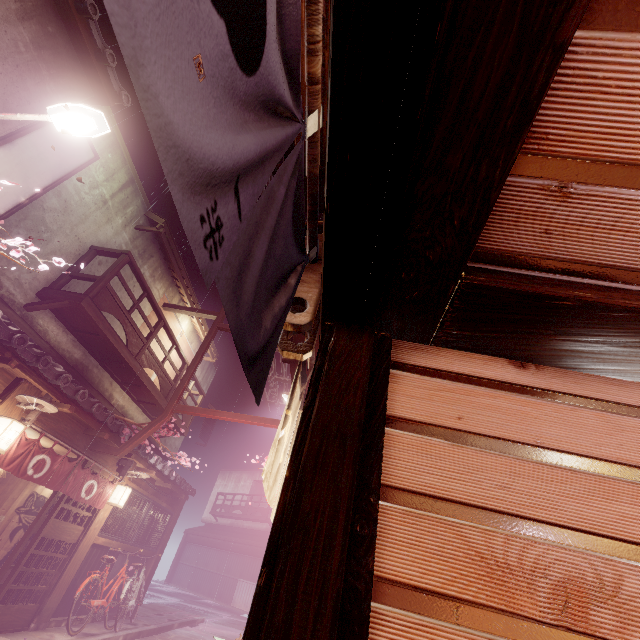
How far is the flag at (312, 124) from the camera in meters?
2.8 m

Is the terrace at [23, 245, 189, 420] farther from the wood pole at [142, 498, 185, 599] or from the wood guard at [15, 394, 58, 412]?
the wood pole at [142, 498, 185, 599]

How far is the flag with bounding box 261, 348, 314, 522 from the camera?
3.9m

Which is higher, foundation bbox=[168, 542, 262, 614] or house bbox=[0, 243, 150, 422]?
house bbox=[0, 243, 150, 422]

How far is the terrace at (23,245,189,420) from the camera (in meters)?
11.45

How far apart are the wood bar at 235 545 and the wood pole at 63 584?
29.0m

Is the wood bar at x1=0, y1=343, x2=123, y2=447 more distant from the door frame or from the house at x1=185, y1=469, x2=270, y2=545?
the house at x1=185, y1=469, x2=270, y2=545

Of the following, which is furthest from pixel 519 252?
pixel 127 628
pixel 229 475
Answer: pixel 229 475
